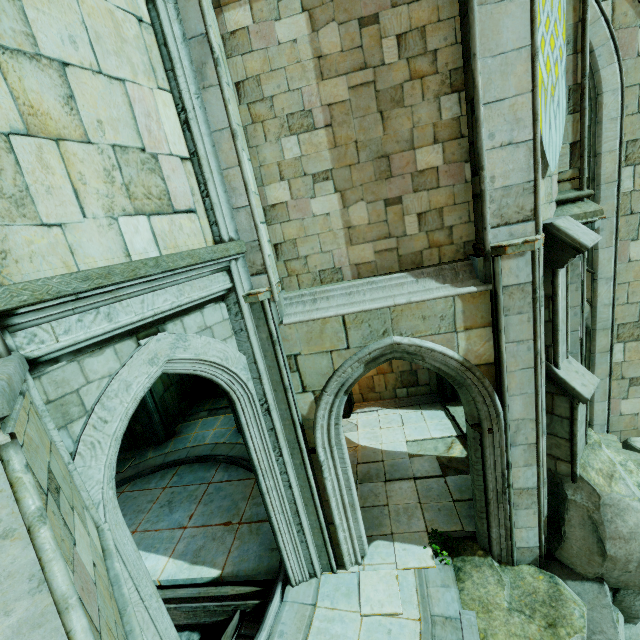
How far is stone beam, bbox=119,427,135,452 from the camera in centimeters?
1306cm

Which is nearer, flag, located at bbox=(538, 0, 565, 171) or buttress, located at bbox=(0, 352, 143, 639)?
buttress, located at bbox=(0, 352, 143, 639)

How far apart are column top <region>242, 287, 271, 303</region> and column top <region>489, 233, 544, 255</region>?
3.5m

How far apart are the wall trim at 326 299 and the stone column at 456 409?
5.76m

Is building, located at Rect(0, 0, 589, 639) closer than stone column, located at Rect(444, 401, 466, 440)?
Yes

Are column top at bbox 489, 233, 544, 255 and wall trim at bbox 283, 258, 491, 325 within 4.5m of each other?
yes

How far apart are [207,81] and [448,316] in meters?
5.0 m

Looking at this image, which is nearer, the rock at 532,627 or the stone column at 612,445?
the rock at 532,627
